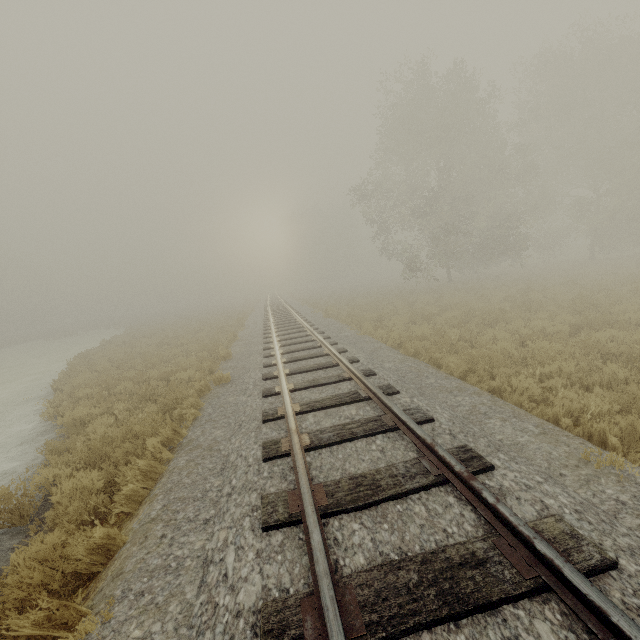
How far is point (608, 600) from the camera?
1.86m
